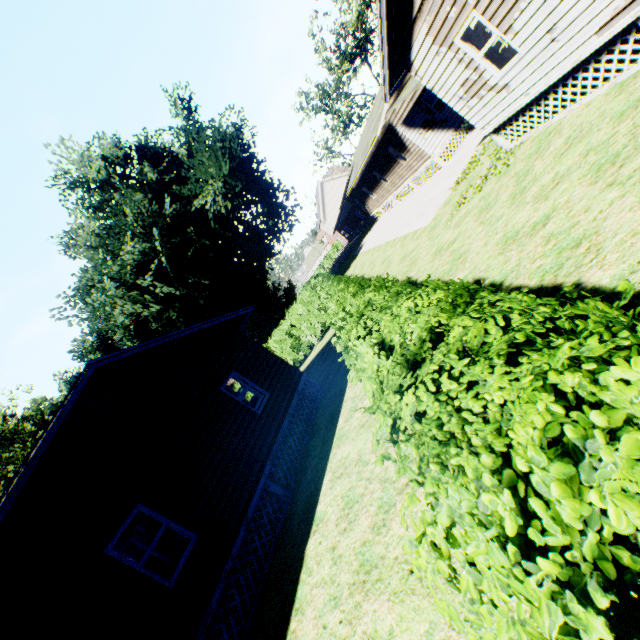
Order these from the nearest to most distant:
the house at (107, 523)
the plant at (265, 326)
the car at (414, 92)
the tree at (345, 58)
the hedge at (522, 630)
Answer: the hedge at (522, 630)
the house at (107, 523)
the car at (414, 92)
the plant at (265, 326)
the tree at (345, 58)

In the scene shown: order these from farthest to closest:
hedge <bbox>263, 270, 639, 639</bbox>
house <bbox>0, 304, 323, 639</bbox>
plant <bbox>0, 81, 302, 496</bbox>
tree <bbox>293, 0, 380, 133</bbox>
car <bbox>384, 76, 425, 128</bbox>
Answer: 1. tree <bbox>293, 0, 380, 133</bbox>
2. plant <bbox>0, 81, 302, 496</bbox>
3. car <bbox>384, 76, 425, 128</bbox>
4. house <bbox>0, 304, 323, 639</bbox>
5. hedge <bbox>263, 270, 639, 639</bbox>

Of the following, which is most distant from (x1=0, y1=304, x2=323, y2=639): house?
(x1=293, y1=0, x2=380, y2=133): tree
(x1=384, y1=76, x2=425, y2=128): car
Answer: (x1=293, y1=0, x2=380, y2=133): tree

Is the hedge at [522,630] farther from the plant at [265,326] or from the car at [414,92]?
the plant at [265,326]

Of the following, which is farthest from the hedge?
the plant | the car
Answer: the plant

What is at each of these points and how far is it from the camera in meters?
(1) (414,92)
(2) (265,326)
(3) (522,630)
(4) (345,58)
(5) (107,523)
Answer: (1) car, 15.2 m
(2) plant, 34.9 m
(3) hedge, 1.0 m
(4) tree, 38.9 m
(5) house, 6.8 m

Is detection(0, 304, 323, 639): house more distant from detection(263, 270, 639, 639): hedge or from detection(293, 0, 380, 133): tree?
detection(293, 0, 380, 133): tree

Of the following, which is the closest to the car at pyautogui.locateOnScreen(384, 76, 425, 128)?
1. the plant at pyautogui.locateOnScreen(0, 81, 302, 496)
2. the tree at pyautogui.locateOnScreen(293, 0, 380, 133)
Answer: the plant at pyautogui.locateOnScreen(0, 81, 302, 496)
